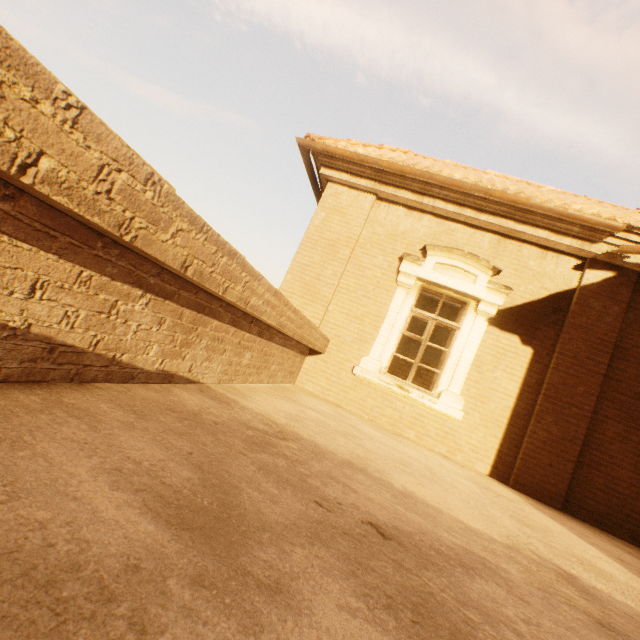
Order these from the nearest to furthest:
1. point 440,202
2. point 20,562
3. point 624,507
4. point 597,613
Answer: point 20,562 < point 597,613 < point 624,507 < point 440,202

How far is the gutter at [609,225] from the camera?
5.1m

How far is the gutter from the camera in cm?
514
